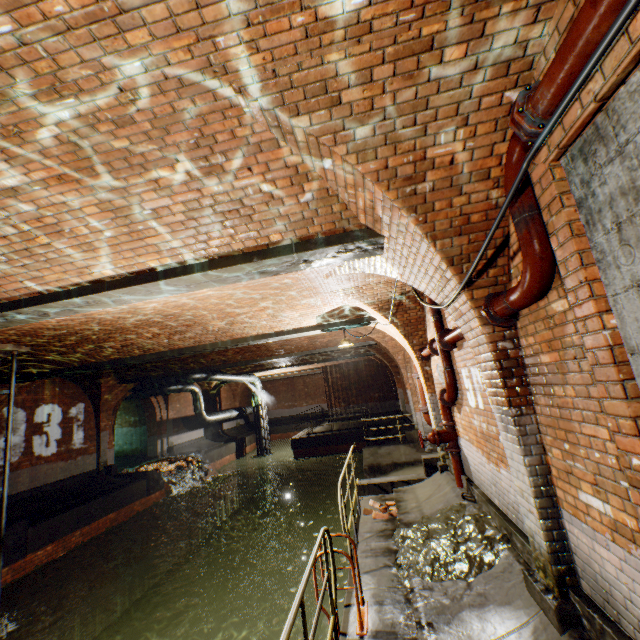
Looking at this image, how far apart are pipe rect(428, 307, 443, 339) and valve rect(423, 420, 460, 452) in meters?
0.6

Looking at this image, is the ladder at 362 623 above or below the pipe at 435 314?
below

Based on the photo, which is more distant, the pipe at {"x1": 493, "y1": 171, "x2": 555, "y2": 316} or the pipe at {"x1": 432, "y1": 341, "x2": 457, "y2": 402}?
the pipe at {"x1": 432, "y1": 341, "x2": 457, "y2": 402}

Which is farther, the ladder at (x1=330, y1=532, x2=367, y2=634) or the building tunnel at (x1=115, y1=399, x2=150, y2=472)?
the building tunnel at (x1=115, y1=399, x2=150, y2=472)

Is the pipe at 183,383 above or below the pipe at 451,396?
above

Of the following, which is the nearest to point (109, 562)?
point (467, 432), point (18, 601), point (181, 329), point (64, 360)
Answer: point (18, 601)

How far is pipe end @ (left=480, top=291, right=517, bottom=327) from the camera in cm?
312

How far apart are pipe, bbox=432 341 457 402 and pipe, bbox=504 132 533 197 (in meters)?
2.50
